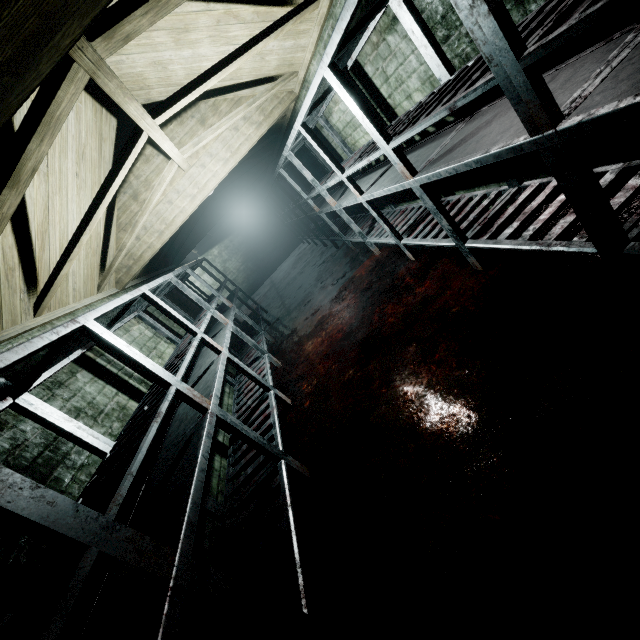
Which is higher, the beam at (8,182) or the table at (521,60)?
the beam at (8,182)

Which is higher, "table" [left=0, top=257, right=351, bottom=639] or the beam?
the beam

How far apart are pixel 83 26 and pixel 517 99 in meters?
1.3 m
